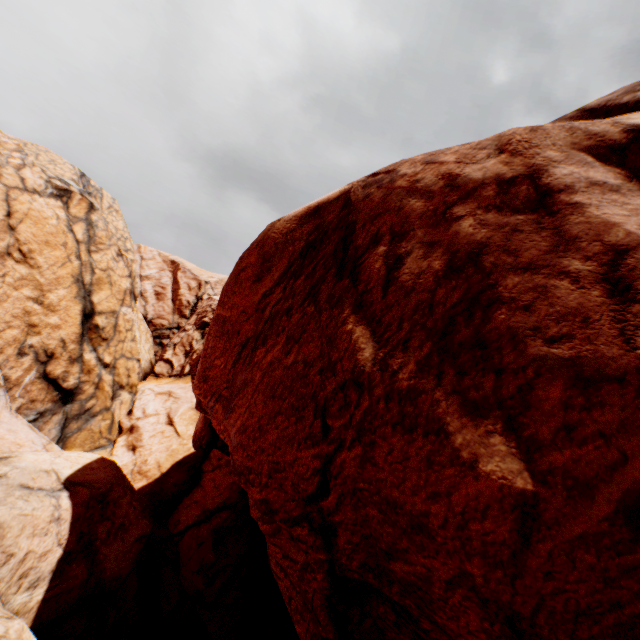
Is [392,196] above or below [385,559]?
above
